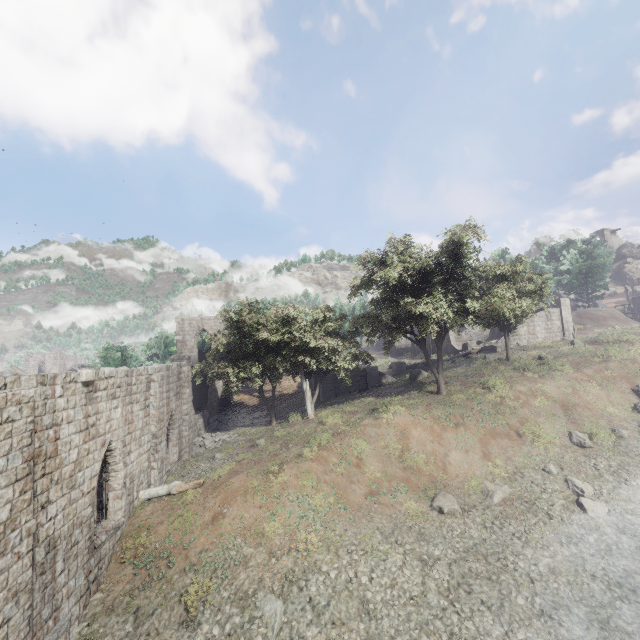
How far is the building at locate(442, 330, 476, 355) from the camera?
40.8 meters

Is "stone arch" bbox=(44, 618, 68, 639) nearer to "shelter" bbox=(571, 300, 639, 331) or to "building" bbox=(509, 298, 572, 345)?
"building" bbox=(509, 298, 572, 345)

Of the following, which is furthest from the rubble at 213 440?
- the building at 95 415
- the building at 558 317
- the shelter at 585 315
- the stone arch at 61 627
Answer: the shelter at 585 315

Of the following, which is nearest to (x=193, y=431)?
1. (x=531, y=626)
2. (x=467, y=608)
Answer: (x=467, y=608)

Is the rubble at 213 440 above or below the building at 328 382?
below

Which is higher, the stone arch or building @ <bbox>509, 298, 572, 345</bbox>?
building @ <bbox>509, 298, 572, 345</bbox>

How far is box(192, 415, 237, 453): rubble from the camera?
23.0 meters

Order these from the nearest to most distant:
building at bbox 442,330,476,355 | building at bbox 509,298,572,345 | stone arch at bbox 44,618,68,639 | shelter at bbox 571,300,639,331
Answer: stone arch at bbox 44,618,68,639
building at bbox 509,298,572,345
shelter at bbox 571,300,639,331
building at bbox 442,330,476,355
